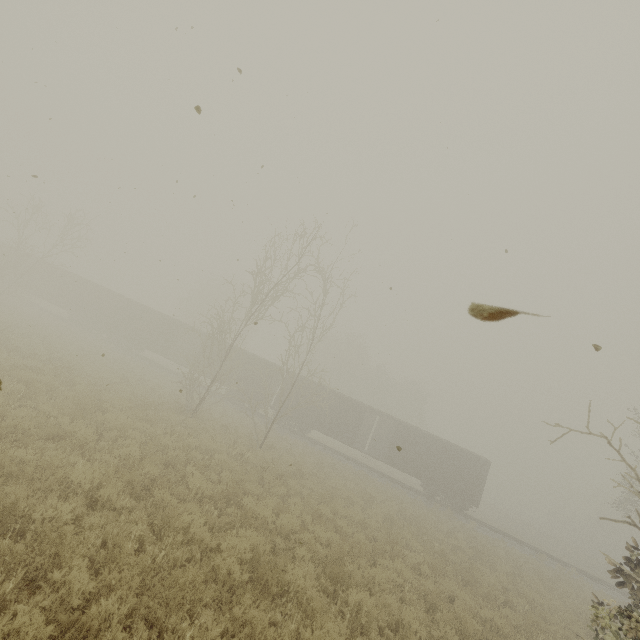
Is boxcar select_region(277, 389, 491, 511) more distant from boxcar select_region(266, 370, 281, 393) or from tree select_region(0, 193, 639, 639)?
tree select_region(0, 193, 639, 639)

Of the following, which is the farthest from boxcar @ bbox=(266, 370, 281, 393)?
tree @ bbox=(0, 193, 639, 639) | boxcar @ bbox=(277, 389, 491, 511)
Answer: tree @ bbox=(0, 193, 639, 639)

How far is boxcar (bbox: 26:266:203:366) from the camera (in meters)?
31.67

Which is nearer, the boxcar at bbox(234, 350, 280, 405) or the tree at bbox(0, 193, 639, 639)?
the tree at bbox(0, 193, 639, 639)

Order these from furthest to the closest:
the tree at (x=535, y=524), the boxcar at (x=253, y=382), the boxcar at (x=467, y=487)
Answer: the boxcar at (x=253, y=382), the boxcar at (x=467, y=487), the tree at (x=535, y=524)

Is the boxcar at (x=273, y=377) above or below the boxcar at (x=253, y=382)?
above

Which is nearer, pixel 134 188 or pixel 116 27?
pixel 134 188
